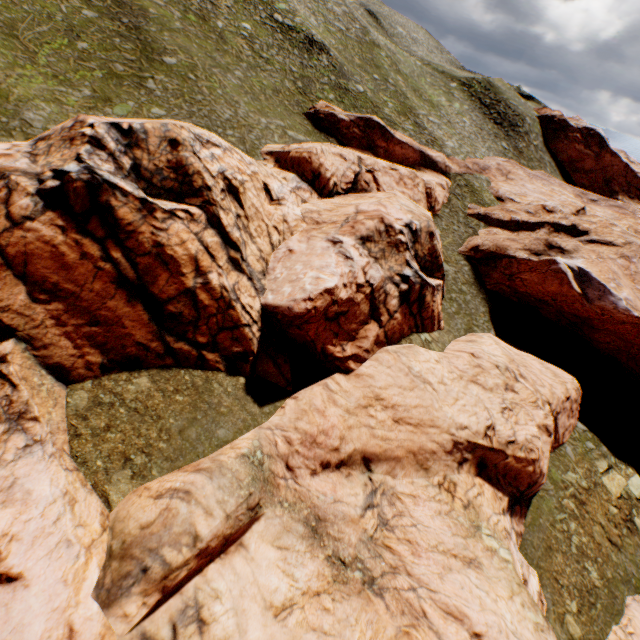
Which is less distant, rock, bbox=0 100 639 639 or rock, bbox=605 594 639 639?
rock, bbox=0 100 639 639

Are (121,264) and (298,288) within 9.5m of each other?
yes

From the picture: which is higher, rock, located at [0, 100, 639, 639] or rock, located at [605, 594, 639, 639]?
rock, located at [0, 100, 639, 639]

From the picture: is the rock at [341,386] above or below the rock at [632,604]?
above

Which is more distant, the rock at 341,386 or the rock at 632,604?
the rock at 632,604
